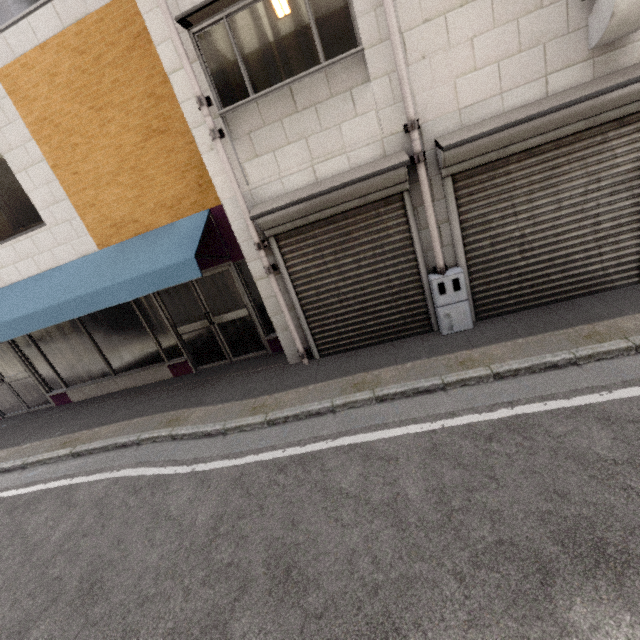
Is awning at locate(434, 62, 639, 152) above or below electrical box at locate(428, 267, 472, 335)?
above

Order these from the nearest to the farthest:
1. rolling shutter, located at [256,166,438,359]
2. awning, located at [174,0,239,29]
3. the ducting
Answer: the ducting, awning, located at [174,0,239,29], rolling shutter, located at [256,166,438,359]

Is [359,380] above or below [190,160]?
below

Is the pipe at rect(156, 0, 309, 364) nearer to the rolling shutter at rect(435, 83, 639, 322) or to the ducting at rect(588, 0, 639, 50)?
the rolling shutter at rect(435, 83, 639, 322)

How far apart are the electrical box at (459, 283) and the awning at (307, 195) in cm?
163

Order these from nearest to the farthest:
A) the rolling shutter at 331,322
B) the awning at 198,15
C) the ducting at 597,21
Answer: the ducting at 597,21, the awning at 198,15, the rolling shutter at 331,322

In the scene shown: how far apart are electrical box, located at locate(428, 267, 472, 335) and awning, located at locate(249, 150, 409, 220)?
1.6 meters

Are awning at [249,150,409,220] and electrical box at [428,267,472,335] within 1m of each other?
no
